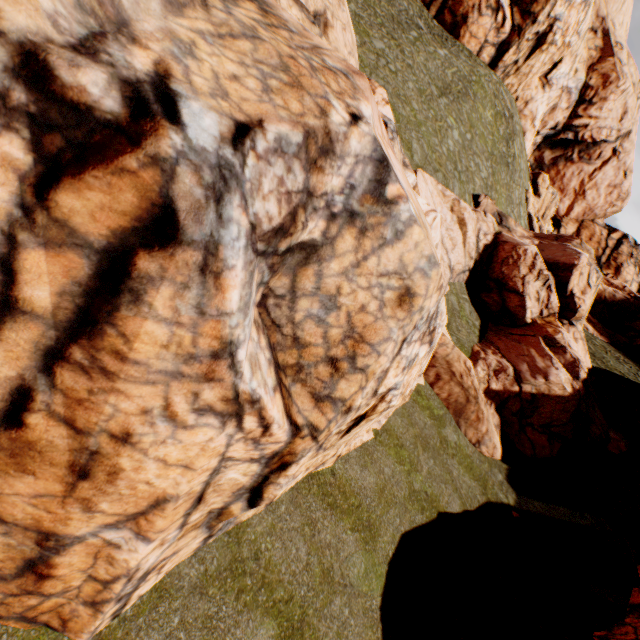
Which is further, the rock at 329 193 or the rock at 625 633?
the rock at 625 633

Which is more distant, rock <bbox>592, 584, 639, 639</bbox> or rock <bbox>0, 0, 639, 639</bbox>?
rock <bbox>592, 584, 639, 639</bbox>

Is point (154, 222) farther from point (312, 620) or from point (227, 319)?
point (312, 620)
